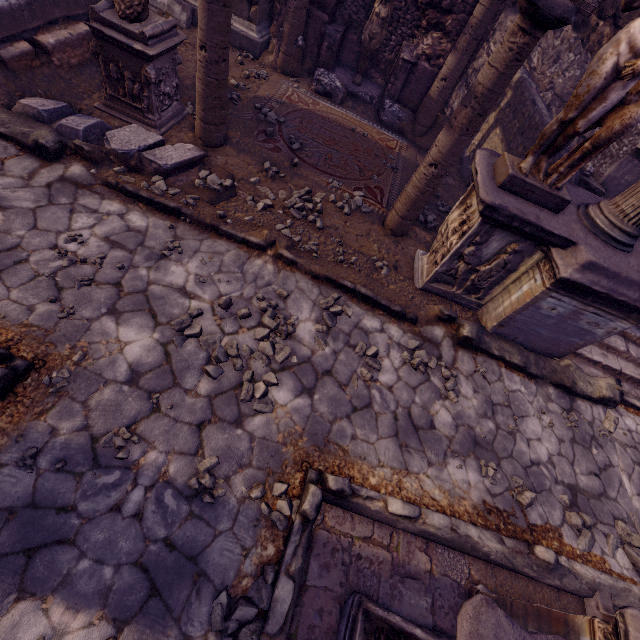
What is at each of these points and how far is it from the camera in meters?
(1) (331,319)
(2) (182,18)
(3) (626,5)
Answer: (1) stone, 4.0
(2) building debris, 6.8
(3) sculpture, 2.5

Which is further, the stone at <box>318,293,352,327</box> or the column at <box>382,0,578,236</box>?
the stone at <box>318,293,352,327</box>

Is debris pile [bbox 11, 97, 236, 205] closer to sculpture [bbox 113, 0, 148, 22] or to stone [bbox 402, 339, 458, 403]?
sculpture [bbox 113, 0, 148, 22]

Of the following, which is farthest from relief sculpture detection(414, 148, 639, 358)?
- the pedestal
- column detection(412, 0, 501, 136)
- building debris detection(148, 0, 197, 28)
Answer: building debris detection(148, 0, 197, 28)

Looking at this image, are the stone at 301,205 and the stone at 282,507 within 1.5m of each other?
no

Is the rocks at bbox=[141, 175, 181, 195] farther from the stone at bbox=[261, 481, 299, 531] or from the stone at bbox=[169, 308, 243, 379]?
the stone at bbox=[261, 481, 299, 531]

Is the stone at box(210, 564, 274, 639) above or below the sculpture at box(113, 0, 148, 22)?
below

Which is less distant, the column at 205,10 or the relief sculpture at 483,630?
the relief sculpture at 483,630
